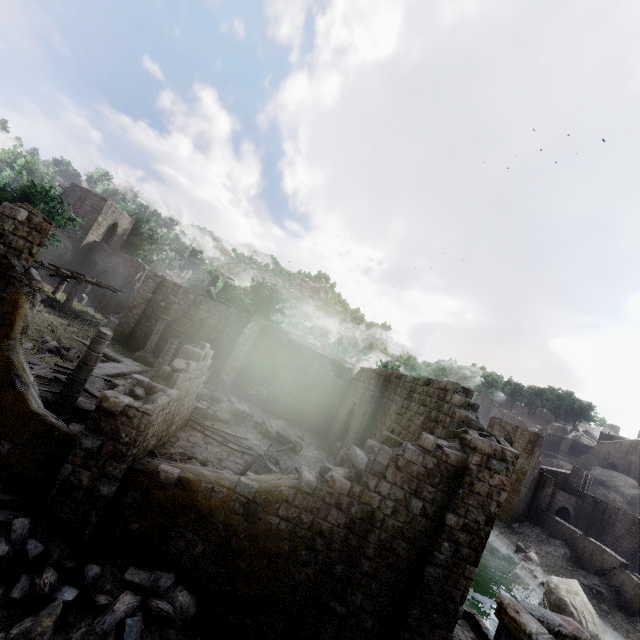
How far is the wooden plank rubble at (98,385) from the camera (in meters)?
11.92

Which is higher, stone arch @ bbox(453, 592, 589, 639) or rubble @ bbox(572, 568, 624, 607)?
stone arch @ bbox(453, 592, 589, 639)

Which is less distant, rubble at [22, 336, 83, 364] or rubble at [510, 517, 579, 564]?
rubble at [22, 336, 83, 364]

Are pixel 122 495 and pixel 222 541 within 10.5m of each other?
yes

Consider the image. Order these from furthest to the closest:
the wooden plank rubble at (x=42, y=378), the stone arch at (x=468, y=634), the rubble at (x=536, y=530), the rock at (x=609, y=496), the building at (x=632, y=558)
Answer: the rock at (x=609, y=496)
the building at (x=632, y=558)
the rubble at (x=536, y=530)
the wooden plank rubble at (x=42, y=378)
the stone arch at (x=468, y=634)

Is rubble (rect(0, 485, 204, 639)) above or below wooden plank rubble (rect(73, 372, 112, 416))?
below

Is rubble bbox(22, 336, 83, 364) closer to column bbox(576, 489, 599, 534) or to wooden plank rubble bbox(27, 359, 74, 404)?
wooden plank rubble bbox(27, 359, 74, 404)

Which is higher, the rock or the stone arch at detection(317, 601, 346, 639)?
the rock
